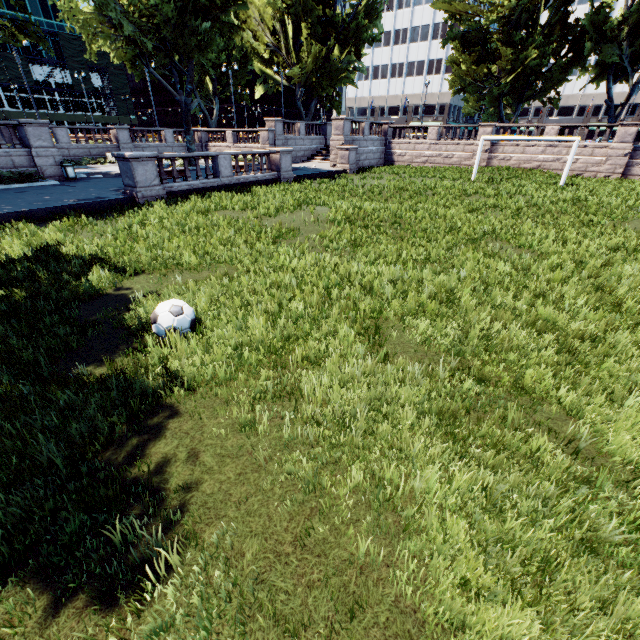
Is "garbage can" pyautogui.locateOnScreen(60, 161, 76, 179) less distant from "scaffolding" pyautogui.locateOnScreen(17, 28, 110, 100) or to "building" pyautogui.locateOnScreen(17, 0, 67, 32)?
"scaffolding" pyautogui.locateOnScreen(17, 28, 110, 100)

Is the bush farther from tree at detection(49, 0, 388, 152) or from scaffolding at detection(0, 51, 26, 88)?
scaffolding at detection(0, 51, 26, 88)

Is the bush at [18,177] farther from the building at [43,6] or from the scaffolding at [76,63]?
the building at [43,6]

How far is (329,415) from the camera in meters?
3.7 m

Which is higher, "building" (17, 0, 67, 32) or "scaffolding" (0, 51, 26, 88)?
"building" (17, 0, 67, 32)

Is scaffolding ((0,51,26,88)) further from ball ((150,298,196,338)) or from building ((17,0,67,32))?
ball ((150,298,196,338))

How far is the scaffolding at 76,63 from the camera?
52.5 meters

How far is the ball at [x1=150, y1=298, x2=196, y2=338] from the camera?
5.0 meters
